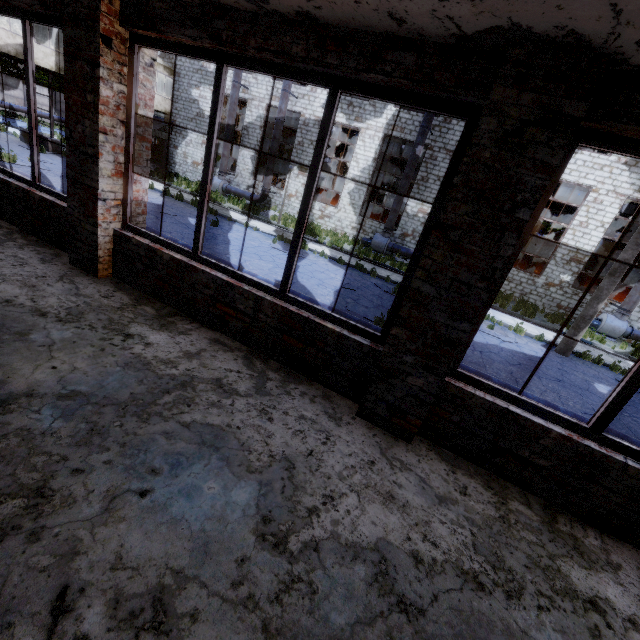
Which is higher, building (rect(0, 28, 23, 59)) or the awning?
building (rect(0, 28, 23, 59))

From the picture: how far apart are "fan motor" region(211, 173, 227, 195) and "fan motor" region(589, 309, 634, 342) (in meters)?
24.79

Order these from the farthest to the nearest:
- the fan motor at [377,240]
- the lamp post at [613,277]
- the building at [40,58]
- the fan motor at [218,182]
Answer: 1. the fan motor at [218,182]
2. the fan motor at [377,240]
3. the building at [40,58]
4. the lamp post at [613,277]

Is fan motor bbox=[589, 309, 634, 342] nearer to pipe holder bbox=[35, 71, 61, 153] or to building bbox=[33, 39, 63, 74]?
building bbox=[33, 39, 63, 74]

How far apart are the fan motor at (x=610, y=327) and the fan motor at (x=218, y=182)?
24.8m

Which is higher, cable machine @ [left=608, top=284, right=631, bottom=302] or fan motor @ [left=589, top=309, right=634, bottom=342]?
cable machine @ [left=608, top=284, right=631, bottom=302]

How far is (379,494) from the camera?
2.5 meters

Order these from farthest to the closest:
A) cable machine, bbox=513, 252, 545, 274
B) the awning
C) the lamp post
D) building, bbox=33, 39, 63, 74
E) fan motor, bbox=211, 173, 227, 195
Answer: the awning < fan motor, bbox=211, 173, 227, 195 < cable machine, bbox=513, 252, 545, 274 < building, bbox=33, 39, 63, 74 < the lamp post
